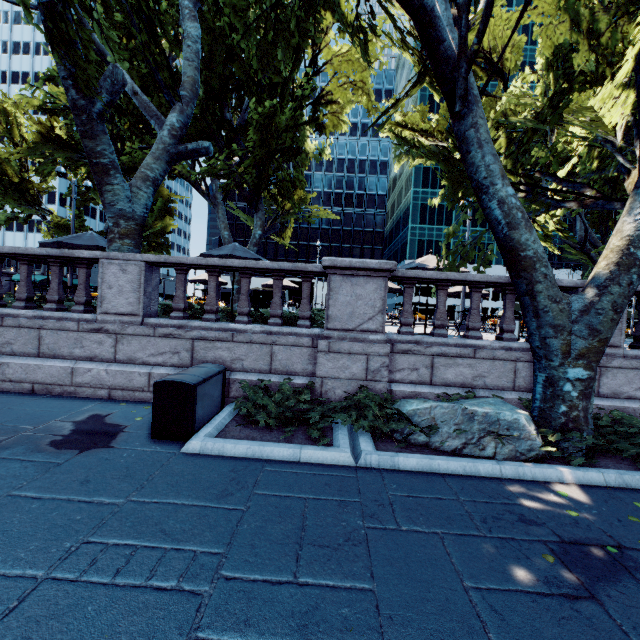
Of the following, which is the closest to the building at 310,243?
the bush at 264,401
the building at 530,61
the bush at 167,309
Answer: the building at 530,61

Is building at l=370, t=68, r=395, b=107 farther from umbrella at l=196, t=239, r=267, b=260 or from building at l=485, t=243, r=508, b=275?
umbrella at l=196, t=239, r=267, b=260

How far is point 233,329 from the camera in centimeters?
682cm

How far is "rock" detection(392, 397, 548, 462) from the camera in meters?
4.8 m

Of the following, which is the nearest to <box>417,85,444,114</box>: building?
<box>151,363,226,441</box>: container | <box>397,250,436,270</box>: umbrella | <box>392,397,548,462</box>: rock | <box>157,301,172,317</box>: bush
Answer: <box>397,250,436,270</box>: umbrella

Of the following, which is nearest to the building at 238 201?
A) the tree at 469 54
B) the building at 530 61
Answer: the building at 530 61

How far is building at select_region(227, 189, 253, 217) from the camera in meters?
59.8

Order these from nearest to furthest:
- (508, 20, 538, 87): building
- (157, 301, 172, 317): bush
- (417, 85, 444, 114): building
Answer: (157, 301, 172, 317): bush, (508, 20, 538, 87): building, (417, 85, 444, 114): building
